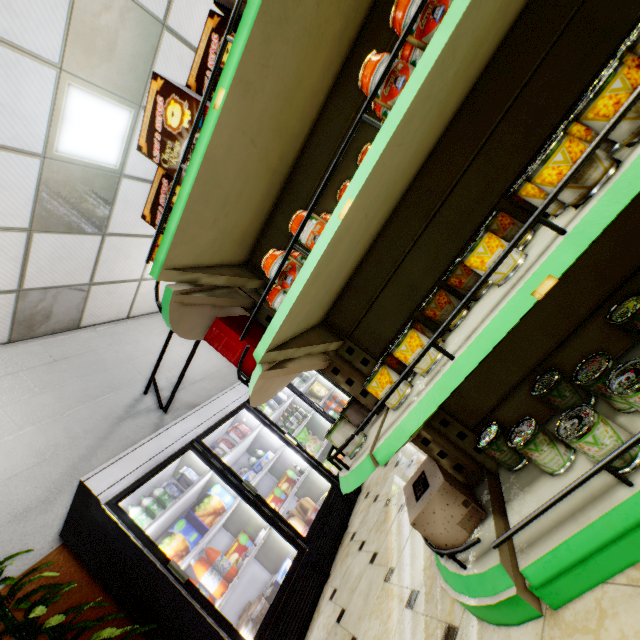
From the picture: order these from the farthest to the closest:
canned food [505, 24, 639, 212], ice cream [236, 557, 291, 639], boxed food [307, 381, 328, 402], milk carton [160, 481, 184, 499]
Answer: boxed food [307, 381, 328, 402] < milk carton [160, 481, 184, 499] < ice cream [236, 557, 291, 639] < canned food [505, 24, 639, 212]

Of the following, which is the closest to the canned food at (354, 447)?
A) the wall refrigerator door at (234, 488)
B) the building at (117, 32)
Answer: the building at (117, 32)

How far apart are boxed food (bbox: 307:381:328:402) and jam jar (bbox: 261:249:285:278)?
4.82m

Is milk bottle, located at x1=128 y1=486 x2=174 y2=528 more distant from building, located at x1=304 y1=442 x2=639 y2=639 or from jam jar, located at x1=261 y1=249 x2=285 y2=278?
jam jar, located at x1=261 y1=249 x2=285 y2=278

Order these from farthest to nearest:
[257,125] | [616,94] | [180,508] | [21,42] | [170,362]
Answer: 1. [170,362]
2. [180,508]
3. [21,42]
4. [257,125]
5. [616,94]

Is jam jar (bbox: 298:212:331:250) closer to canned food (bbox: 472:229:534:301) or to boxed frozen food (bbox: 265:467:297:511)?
canned food (bbox: 472:229:534:301)

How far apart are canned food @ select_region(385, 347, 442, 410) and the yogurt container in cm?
380

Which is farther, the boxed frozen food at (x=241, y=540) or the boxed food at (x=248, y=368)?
the boxed frozen food at (x=241, y=540)
